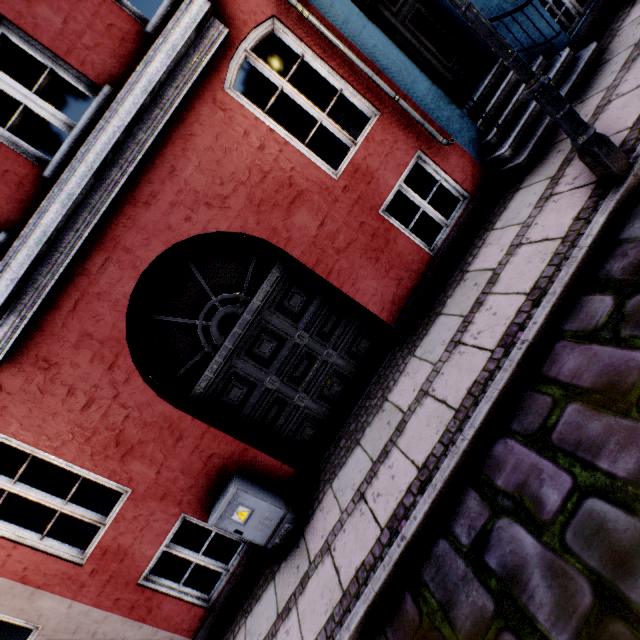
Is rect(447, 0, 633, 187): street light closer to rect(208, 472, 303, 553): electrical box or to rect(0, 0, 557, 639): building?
rect(0, 0, 557, 639): building

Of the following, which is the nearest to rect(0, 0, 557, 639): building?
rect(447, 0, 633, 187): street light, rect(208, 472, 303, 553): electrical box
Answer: rect(208, 472, 303, 553): electrical box

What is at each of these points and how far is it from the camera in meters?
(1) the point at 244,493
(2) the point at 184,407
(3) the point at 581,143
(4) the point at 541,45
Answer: (1) electrical box, 4.0
(2) building, 4.3
(3) street light, 2.8
(4) building, 4.5

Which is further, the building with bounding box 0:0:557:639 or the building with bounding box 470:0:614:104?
the building with bounding box 470:0:614:104

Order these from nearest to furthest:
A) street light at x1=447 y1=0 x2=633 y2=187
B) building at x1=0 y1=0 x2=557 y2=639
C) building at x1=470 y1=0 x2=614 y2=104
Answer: street light at x1=447 y1=0 x2=633 y2=187 → building at x1=0 y1=0 x2=557 y2=639 → building at x1=470 y1=0 x2=614 y2=104

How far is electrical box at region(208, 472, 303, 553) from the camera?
4.0 meters

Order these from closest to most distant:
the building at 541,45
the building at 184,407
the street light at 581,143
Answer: the street light at 581,143 < the building at 184,407 < the building at 541,45

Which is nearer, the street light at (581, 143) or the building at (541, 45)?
the street light at (581, 143)
